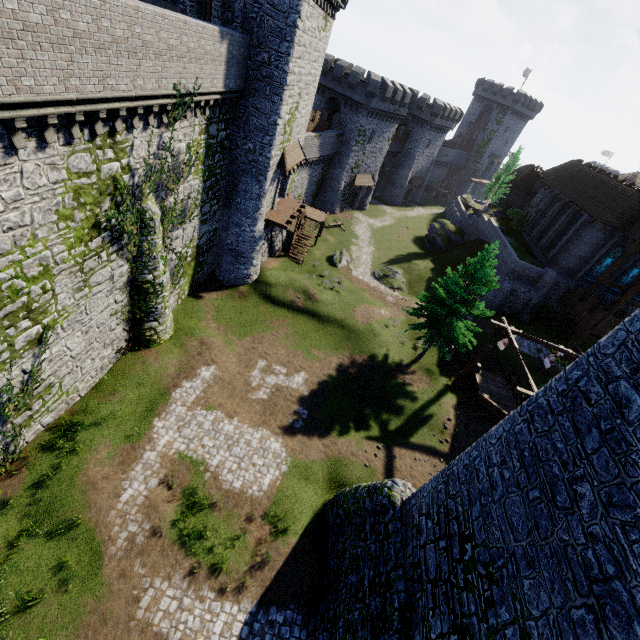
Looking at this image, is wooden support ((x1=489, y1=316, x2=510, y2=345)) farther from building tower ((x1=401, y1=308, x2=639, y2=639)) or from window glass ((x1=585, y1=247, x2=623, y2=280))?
window glass ((x1=585, y1=247, x2=623, y2=280))

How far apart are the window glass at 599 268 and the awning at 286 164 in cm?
3083

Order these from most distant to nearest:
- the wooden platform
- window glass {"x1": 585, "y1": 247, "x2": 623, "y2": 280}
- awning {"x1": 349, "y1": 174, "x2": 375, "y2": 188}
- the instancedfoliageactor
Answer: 1. awning {"x1": 349, "y1": 174, "x2": 375, "y2": 188}
2. window glass {"x1": 585, "y1": 247, "x2": 623, "y2": 280}
3. the wooden platform
4. the instancedfoliageactor

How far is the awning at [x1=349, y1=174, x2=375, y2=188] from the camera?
47.38m

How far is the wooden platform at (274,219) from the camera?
26.09m

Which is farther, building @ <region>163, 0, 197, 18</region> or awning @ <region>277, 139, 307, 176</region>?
awning @ <region>277, 139, 307, 176</region>

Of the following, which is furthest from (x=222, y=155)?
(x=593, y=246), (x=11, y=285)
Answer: (x=593, y=246)

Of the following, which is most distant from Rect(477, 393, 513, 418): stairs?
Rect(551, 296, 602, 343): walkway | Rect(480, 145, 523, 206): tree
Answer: Rect(480, 145, 523, 206): tree
